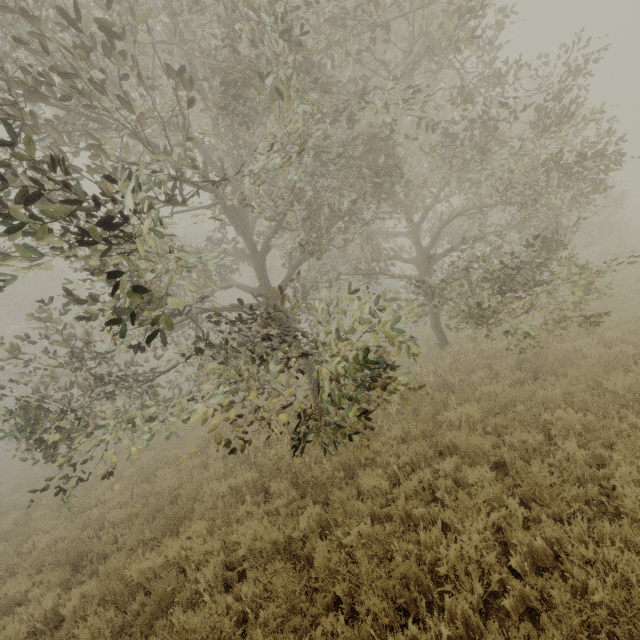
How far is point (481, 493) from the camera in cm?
486
